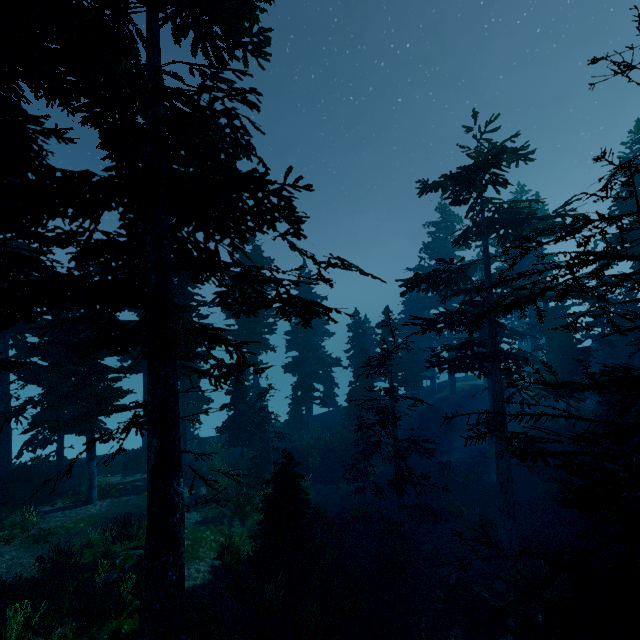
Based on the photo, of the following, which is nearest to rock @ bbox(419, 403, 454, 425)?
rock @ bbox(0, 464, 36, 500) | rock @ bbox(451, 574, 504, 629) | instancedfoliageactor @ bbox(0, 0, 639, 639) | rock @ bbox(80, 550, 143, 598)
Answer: instancedfoliageactor @ bbox(0, 0, 639, 639)

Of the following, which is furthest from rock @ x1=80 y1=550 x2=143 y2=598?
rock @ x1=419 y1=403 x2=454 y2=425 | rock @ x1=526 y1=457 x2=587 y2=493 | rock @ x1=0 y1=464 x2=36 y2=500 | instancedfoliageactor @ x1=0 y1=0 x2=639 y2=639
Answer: rock @ x1=419 y1=403 x2=454 y2=425

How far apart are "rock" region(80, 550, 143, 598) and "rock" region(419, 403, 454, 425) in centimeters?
2878cm

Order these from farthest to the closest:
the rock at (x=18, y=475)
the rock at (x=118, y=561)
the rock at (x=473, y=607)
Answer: the rock at (x=18, y=475) < the rock at (x=473, y=607) < the rock at (x=118, y=561)

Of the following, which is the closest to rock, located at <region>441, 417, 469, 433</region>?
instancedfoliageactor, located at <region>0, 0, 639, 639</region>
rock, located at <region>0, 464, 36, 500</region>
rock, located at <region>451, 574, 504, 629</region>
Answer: instancedfoliageactor, located at <region>0, 0, 639, 639</region>

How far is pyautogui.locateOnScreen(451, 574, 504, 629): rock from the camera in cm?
1197

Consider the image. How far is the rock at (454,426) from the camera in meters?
32.8

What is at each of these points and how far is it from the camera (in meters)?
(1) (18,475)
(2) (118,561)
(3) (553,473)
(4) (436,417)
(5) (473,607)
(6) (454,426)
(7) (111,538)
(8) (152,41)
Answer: (1) rock, 18.34
(2) rock, 11.34
(3) rock, 21.38
(4) rock, 34.62
(5) rock, 12.41
(6) rock, 33.53
(7) instancedfoliageactor, 12.86
(8) instancedfoliageactor, 9.53
